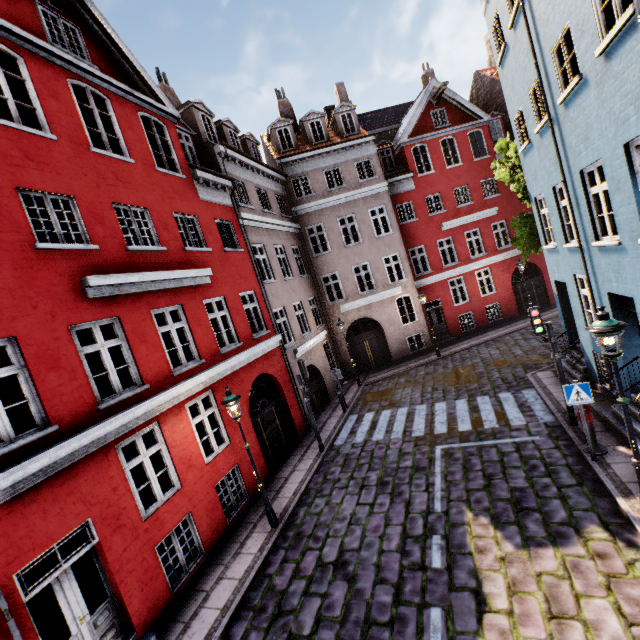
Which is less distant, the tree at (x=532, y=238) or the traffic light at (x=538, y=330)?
the traffic light at (x=538, y=330)

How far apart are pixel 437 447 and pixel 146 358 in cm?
877

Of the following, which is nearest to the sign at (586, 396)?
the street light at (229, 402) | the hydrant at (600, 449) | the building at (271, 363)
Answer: the hydrant at (600, 449)

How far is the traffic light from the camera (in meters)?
8.59

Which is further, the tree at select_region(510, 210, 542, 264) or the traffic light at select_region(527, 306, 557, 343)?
the tree at select_region(510, 210, 542, 264)

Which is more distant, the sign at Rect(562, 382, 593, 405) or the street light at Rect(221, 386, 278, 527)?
the street light at Rect(221, 386, 278, 527)

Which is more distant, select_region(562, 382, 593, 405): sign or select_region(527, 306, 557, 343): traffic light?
select_region(527, 306, 557, 343): traffic light

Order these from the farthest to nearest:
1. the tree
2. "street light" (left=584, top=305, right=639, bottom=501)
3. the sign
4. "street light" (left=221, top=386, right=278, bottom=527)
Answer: the tree, "street light" (left=221, top=386, right=278, bottom=527), the sign, "street light" (left=584, top=305, right=639, bottom=501)
